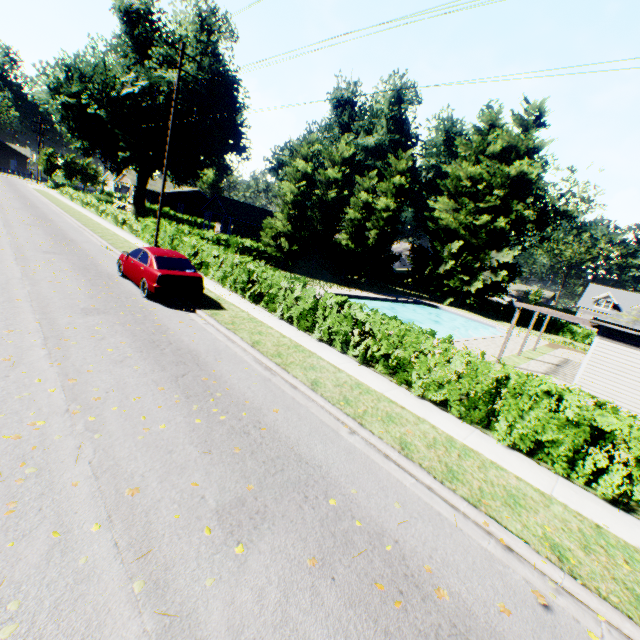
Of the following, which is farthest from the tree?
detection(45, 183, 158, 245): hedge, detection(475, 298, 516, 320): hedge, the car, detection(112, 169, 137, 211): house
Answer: detection(112, 169, 137, 211): house

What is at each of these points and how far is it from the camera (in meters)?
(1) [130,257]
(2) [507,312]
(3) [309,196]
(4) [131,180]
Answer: (1) car, 12.70
(2) hedge, 44.62
(3) tree, 30.09
(4) house, 51.38

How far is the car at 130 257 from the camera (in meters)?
11.14

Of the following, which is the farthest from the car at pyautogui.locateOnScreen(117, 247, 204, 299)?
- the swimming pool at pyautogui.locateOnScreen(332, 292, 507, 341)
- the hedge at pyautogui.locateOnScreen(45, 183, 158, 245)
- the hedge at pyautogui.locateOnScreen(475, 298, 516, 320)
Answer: the hedge at pyautogui.locateOnScreen(475, 298, 516, 320)

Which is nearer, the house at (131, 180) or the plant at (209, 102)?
the plant at (209, 102)

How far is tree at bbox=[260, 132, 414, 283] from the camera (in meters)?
29.55

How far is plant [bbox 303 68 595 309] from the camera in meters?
36.4 m

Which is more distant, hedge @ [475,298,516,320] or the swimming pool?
hedge @ [475,298,516,320]
